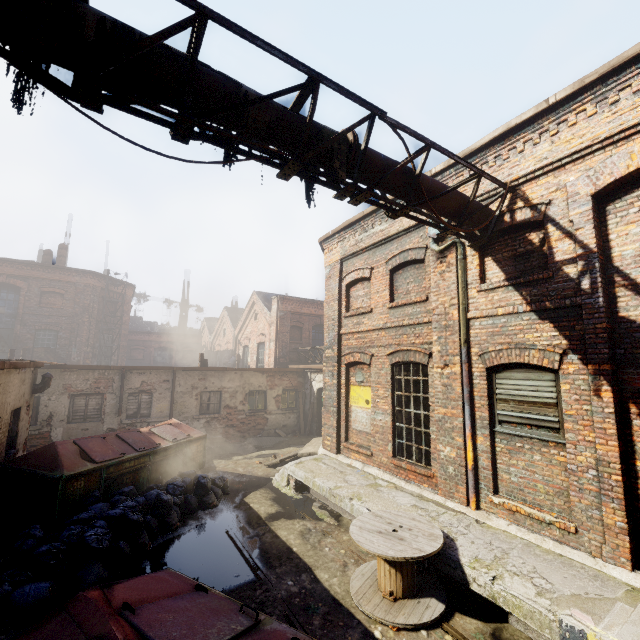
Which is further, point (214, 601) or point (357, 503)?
point (357, 503)

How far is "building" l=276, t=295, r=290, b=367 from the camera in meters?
20.3

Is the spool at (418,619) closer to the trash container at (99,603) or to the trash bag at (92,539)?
the trash container at (99,603)

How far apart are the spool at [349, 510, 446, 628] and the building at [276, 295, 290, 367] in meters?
14.4 m

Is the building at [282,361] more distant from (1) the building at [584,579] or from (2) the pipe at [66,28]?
(2) the pipe at [66,28]

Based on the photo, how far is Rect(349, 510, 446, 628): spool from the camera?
4.8m

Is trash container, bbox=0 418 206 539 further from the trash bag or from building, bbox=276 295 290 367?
building, bbox=276 295 290 367

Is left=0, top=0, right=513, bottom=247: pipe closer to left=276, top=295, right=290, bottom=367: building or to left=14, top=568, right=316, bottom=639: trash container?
left=14, top=568, right=316, bottom=639: trash container
